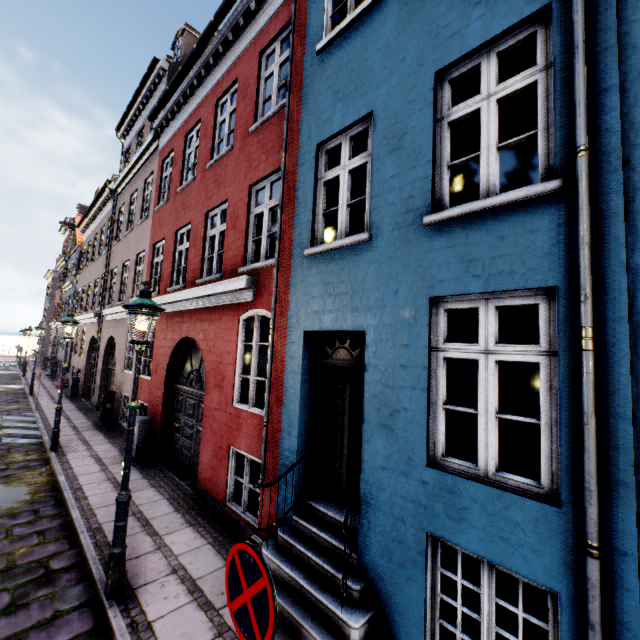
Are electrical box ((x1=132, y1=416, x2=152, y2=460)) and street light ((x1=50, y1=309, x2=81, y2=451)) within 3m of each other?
yes

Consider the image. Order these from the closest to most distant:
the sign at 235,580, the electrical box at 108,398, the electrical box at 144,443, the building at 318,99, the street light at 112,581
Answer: the sign at 235,580 < the building at 318,99 < the street light at 112,581 < the electrical box at 144,443 < the electrical box at 108,398

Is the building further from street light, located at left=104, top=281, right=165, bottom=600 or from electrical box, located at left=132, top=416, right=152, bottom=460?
street light, located at left=104, top=281, right=165, bottom=600

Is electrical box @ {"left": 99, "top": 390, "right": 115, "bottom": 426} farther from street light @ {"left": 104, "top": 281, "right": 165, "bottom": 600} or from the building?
street light @ {"left": 104, "top": 281, "right": 165, "bottom": 600}

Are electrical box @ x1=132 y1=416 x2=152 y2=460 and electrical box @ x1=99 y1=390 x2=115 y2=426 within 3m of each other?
no

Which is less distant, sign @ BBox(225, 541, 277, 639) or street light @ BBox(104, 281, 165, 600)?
sign @ BBox(225, 541, 277, 639)

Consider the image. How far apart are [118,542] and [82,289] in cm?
2179

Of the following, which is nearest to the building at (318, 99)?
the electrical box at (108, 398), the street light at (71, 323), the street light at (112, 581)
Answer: the electrical box at (108, 398)
